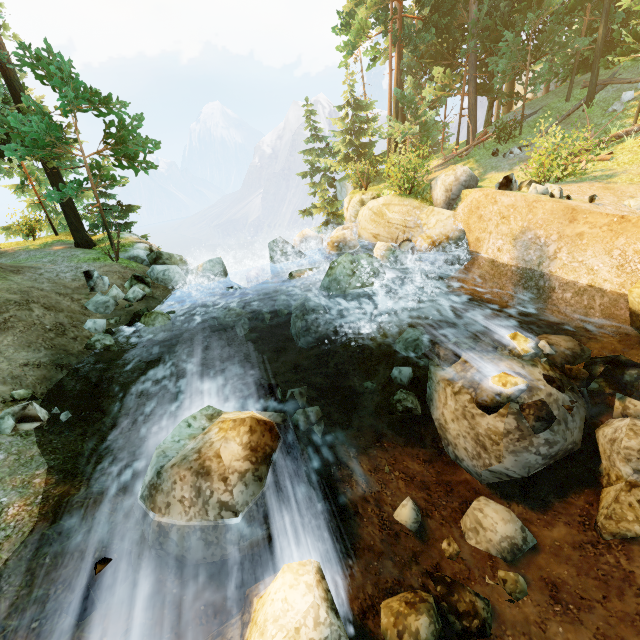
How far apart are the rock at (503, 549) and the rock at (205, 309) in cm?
1062

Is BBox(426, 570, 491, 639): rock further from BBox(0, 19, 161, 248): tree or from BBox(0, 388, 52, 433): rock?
BBox(0, 19, 161, 248): tree

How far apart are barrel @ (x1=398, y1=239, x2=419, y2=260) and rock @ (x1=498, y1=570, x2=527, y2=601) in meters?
9.3 m

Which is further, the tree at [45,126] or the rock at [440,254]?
the tree at [45,126]

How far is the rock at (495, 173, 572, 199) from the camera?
10.4 meters

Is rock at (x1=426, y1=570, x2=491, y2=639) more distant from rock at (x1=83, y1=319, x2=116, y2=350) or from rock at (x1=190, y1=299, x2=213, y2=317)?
rock at (x1=190, y1=299, x2=213, y2=317)

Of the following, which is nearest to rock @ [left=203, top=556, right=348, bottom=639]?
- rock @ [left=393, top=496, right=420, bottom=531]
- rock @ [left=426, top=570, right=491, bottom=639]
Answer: rock @ [left=426, top=570, right=491, bottom=639]

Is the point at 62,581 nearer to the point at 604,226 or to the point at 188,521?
the point at 188,521
